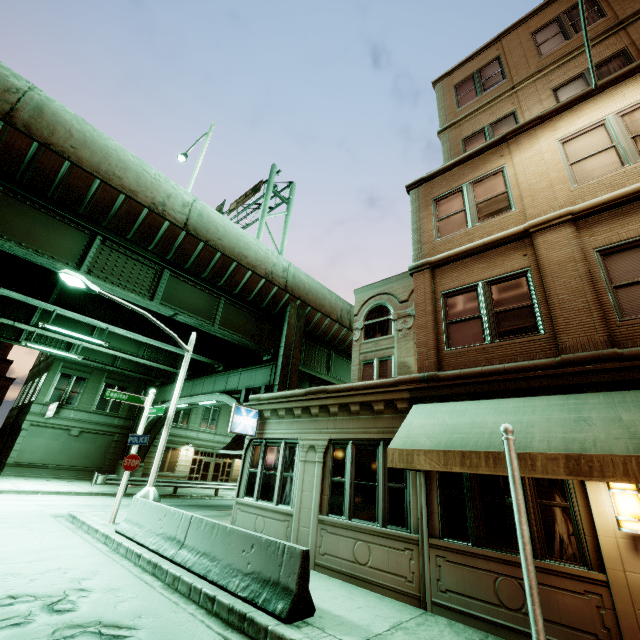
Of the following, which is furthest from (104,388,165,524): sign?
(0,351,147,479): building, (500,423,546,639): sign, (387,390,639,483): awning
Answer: (0,351,147,479): building

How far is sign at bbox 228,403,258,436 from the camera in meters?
11.2

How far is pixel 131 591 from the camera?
6.3m

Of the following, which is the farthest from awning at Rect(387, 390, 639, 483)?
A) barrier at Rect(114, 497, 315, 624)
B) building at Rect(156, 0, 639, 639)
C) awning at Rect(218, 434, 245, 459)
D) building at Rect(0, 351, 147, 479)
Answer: building at Rect(0, 351, 147, 479)

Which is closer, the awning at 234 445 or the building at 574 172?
the building at 574 172

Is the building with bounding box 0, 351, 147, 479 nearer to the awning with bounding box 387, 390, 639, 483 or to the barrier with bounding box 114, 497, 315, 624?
the barrier with bounding box 114, 497, 315, 624

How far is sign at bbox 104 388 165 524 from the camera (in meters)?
11.58

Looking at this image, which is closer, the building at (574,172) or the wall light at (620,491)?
the wall light at (620,491)
